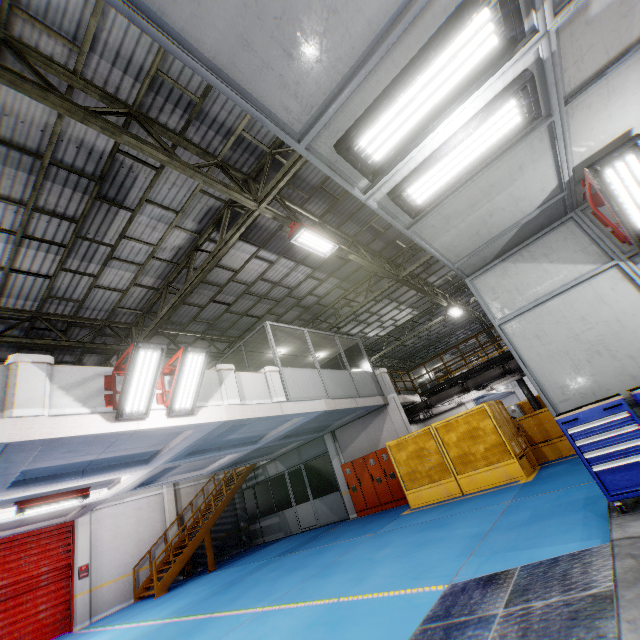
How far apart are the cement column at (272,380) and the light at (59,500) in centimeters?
635cm

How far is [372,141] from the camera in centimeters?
301cm

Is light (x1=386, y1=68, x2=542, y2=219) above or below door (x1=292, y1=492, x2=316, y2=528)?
above

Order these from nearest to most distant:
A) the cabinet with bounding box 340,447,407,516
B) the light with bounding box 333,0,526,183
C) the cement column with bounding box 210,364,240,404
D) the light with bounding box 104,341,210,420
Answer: the light with bounding box 333,0,526,183 < the light with bounding box 104,341,210,420 < the cement column with bounding box 210,364,240,404 < the cabinet with bounding box 340,447,407,516

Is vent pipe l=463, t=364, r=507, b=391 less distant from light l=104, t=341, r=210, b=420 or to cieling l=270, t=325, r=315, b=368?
cieling l=270, t=325, r=315, b=368

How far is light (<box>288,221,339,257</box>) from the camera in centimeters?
877cm

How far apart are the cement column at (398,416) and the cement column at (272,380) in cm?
600

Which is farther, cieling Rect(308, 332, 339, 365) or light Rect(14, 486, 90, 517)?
cieling Rect(308, 332, 339, 365)
